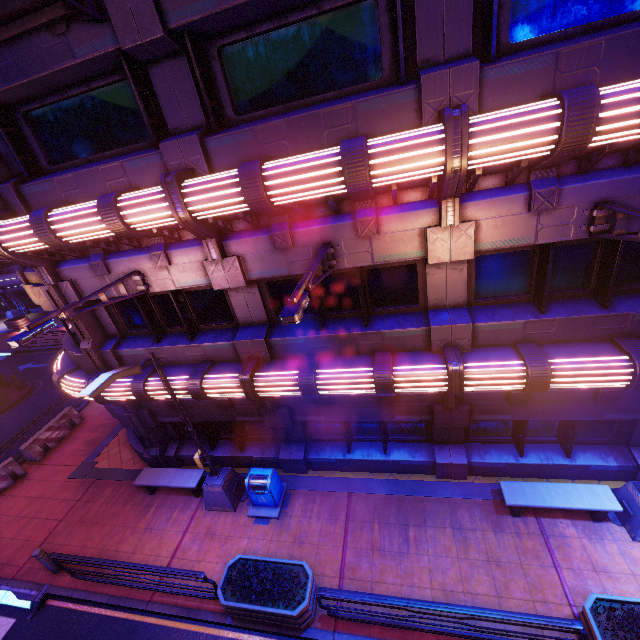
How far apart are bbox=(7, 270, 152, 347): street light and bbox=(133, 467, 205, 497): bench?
6.4m

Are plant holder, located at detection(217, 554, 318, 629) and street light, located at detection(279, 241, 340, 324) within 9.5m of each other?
yes

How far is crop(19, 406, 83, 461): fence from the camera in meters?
13.8

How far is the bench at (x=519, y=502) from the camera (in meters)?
7.73

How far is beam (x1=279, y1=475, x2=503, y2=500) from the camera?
9.21m

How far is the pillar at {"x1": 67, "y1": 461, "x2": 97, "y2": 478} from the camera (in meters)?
12.73

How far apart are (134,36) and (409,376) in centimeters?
829cm

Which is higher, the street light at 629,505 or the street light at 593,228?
the street light at 593,228
